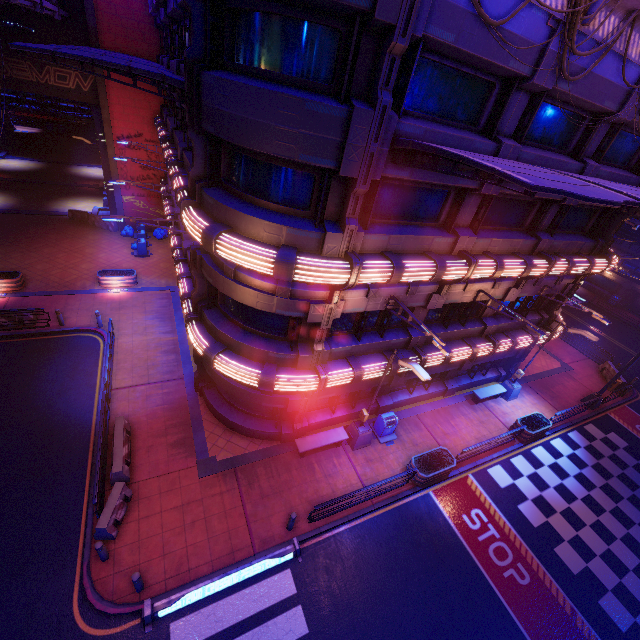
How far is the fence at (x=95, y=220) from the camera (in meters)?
27.72

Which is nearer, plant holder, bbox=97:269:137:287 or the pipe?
the pipe

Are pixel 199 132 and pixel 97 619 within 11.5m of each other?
no

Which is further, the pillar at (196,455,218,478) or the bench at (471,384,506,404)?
the bench at (471,384,506,404)

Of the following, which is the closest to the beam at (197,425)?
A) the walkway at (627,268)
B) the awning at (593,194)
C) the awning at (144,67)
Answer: the awning at (144,67)

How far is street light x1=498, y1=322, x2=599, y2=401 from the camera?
16.4 meters

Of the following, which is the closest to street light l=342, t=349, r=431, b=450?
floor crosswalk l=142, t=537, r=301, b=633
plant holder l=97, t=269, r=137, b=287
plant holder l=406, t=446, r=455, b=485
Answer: plant holder l=406, t=446, r=455, b=485

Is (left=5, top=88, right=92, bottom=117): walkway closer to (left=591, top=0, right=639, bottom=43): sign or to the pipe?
the pipe
